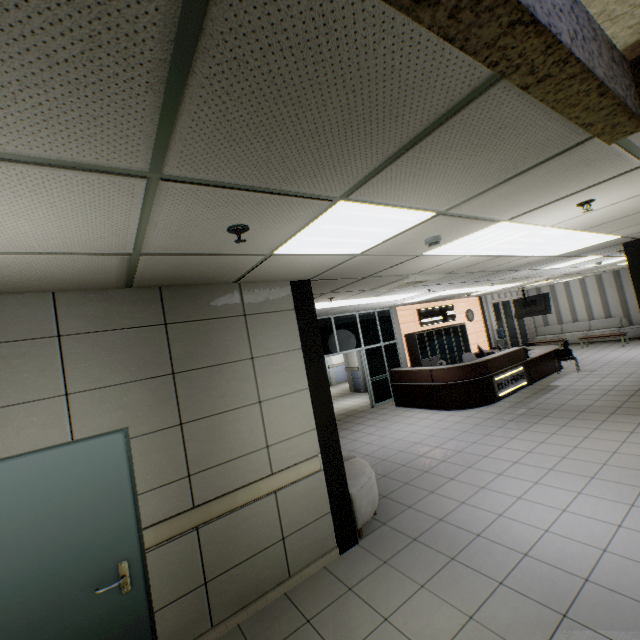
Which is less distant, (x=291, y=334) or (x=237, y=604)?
(x=237, y=604)

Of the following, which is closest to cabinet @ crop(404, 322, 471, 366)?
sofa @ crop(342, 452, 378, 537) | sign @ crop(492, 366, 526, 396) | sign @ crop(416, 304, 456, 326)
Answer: sign @ crop(416, 304, 456, 326)

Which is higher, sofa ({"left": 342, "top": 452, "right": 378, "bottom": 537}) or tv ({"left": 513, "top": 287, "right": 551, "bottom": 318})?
tv ({"left": 513, "top": 287, "right": 551, "bottom": 318})

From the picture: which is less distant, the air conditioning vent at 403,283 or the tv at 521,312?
the air conditioning vent at 403,283

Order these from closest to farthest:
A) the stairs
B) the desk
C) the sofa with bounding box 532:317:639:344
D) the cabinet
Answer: the stairs → the desk → the cabinet → the sofa with bounding box 532:317:639:344

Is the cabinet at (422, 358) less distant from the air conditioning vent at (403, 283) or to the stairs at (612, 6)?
the air conditioning vent at (403, 283)

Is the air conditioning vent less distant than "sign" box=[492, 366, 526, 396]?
Yes

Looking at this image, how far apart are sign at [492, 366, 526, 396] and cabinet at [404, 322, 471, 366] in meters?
2.9 m
